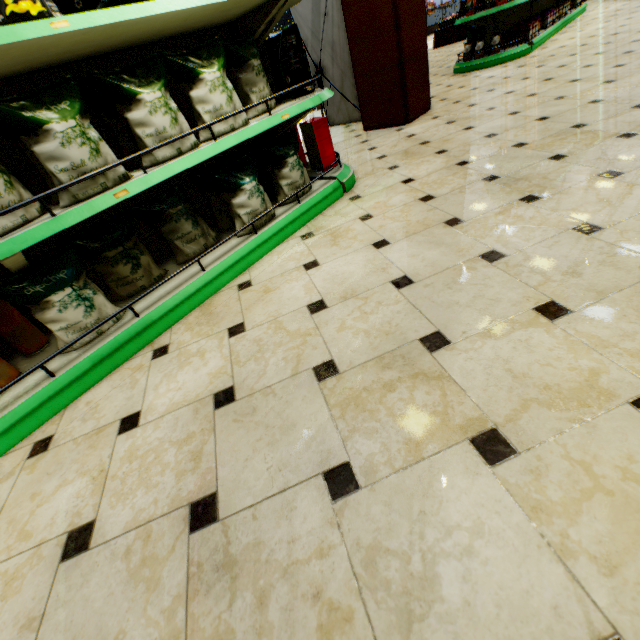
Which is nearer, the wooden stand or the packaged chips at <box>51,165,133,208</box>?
the packaged chips at <box>51,165,133,208</box>

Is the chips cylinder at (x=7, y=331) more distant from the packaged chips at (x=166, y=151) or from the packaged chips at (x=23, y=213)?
the packaged chips at (x=166, y=151)

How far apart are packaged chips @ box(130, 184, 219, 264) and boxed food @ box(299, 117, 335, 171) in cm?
123

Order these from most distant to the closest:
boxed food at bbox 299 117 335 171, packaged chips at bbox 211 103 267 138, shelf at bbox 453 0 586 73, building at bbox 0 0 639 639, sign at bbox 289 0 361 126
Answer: shelf at bbox 453 0 586 73, sign at bbox 289 0 361 126, boxed food at bbox 299 117 335 171, packaged chips at bbox 211 103 267 138, building at bbox 0 0 639 639

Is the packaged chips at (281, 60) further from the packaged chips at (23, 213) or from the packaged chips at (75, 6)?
the packaged chips at (23, 213)

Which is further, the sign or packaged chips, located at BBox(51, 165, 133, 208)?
the sign

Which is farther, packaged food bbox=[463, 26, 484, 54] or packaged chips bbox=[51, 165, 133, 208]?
packaged food bbox=[463, 26, 484, 54]

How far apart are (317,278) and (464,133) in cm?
246
